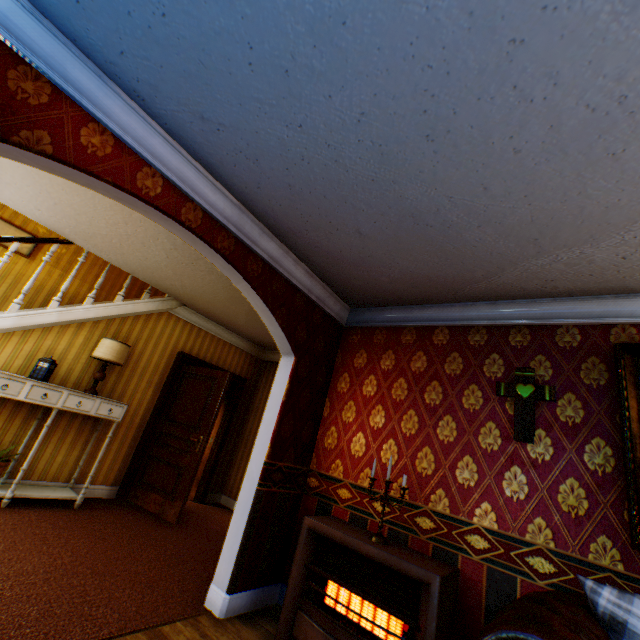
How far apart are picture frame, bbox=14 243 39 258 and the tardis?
2.4m

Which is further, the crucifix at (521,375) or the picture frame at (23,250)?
the picture frame at (23,250)

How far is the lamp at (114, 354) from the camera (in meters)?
4.47

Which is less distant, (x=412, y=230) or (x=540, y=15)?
(x=540, y=15)

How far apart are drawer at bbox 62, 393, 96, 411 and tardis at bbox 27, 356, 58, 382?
0.20m

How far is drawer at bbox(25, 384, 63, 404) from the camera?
3.8 meters

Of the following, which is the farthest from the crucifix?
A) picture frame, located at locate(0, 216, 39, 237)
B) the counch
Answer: picture frame, located at locate(0, 216, 39, 237)
